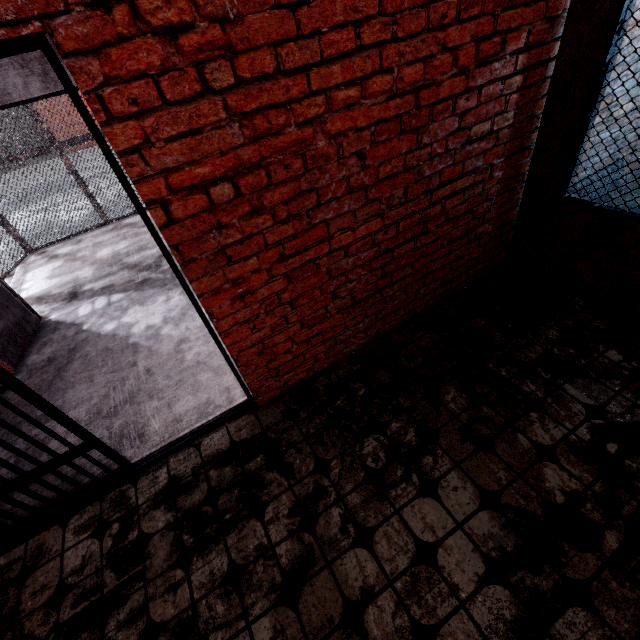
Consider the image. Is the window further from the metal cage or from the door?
→ the door

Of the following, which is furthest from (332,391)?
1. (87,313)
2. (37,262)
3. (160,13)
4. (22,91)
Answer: (37,262)

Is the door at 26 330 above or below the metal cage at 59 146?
below

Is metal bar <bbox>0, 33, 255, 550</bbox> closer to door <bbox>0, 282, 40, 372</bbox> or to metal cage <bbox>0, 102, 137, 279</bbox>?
door <bbox>0, 282, 40, 372</bbox>

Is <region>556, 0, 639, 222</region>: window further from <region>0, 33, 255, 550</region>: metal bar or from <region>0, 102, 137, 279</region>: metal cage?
<region>0, 102, 137, 279</region>: metal cage

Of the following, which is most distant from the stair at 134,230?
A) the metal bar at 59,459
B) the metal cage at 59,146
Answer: the metal bar at 59,459

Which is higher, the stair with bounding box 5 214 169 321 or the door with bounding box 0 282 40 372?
the door with bounding box 0 282 40 372
